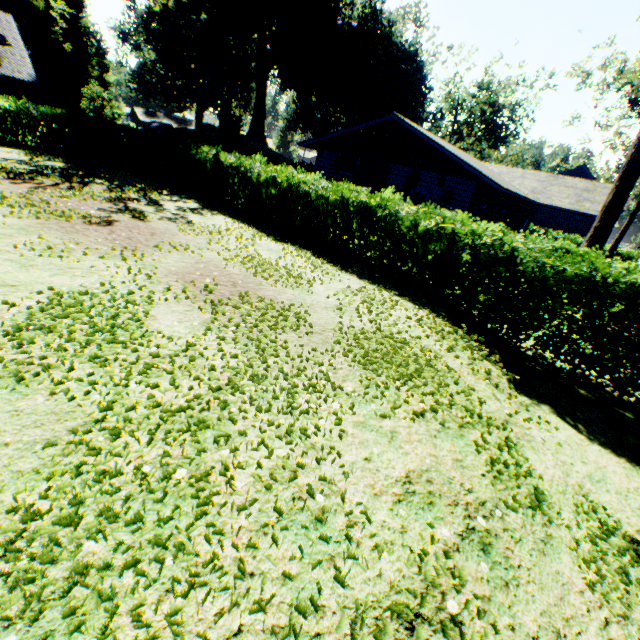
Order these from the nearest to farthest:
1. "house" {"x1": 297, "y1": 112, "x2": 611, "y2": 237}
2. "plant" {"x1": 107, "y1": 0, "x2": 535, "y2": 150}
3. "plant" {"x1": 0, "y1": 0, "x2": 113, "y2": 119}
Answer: "house" {"x1": 297, "y1": 112, "x2": 611, "y2": 237}, "plant" {"x1": 107, "y1": 0, "x2": 535, "y2": 150}, "plant" {"x1": 0, "y1": 0, "x2": 113, "y2": 119}

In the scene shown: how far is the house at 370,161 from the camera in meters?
15.7

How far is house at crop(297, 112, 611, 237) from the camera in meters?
15.7

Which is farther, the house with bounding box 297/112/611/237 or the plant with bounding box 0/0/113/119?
the plant with bounding box 0/0/113/119

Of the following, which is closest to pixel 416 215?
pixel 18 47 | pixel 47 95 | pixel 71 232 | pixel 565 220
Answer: pixel 71 232

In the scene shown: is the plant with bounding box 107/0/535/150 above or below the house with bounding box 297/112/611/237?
above

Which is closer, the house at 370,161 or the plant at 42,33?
the house at 370,161
